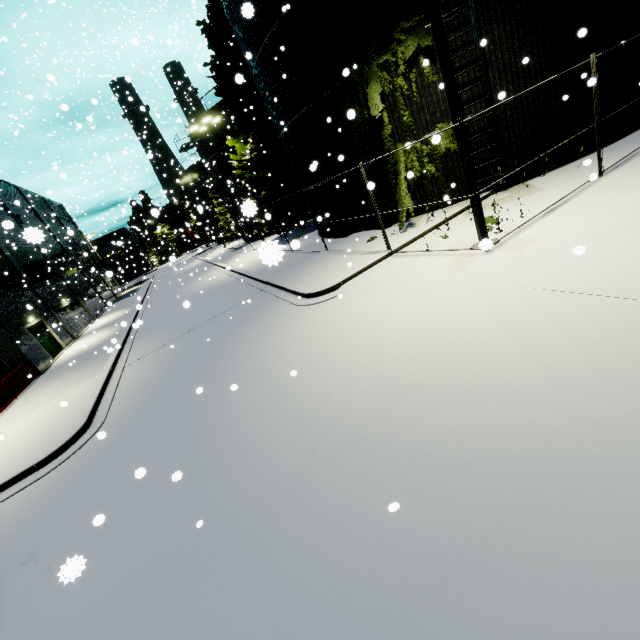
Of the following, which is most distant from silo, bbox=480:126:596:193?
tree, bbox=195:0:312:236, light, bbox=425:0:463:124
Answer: light, bbox=425:0:463:124

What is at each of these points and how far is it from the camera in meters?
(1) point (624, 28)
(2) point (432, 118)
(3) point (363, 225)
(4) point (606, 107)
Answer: (1) silo, 10.8 m
(2) silo, 11.9 m
(3) silo, 15.7 m
(4) silo, 11.5 m

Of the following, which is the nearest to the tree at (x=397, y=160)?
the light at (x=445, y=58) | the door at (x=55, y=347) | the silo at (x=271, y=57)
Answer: the silo at (x=271, y=57)

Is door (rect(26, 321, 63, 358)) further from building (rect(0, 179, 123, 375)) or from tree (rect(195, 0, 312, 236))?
tree (rect(195, 0, 312, 236))

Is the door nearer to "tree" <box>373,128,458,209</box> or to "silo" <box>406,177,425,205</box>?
"silo" <box>406,177,425,205</box>

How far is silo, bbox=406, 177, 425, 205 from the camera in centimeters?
1317cm

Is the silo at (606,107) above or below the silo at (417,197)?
above

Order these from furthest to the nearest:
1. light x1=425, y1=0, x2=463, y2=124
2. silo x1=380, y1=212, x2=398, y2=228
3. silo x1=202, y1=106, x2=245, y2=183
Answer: silo x1=202, y1=106, x2=245, y2=183, silo x1=380, y1=212, x2=398, y2=228, light x1=425, y1=0, x2=463, y2=124
